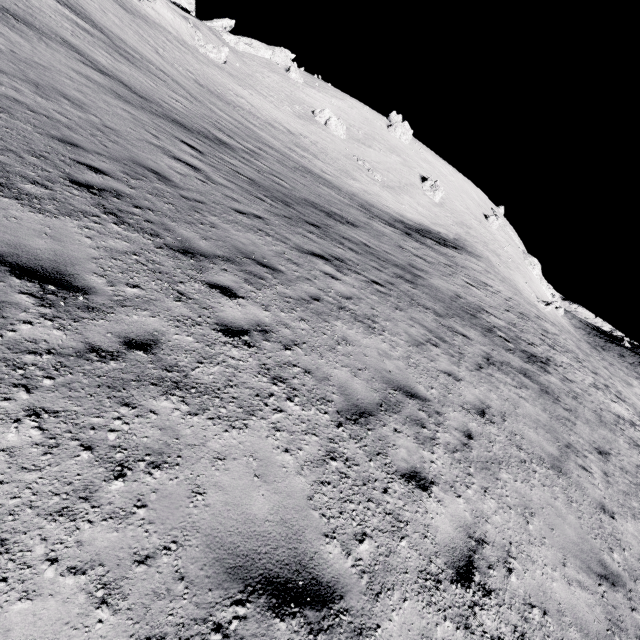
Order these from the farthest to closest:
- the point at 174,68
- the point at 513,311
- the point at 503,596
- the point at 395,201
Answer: Answer:
1. the point at 395,201
2. the point at 174,68
3. the point at 513,311
4. the point at 503,596

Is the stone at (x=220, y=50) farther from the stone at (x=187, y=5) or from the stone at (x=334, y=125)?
the stone at (x=187, y=5)

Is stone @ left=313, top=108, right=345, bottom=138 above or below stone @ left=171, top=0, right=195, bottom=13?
below

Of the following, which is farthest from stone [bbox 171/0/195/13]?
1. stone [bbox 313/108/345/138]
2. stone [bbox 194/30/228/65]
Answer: stone [bbox 313/108/345/138]

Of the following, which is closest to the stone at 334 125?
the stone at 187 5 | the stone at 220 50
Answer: the stone at 220 50

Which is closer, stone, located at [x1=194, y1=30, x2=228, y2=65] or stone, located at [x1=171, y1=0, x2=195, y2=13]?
stone, located at [x1=194, y1=30, x2=228, y2=65]
